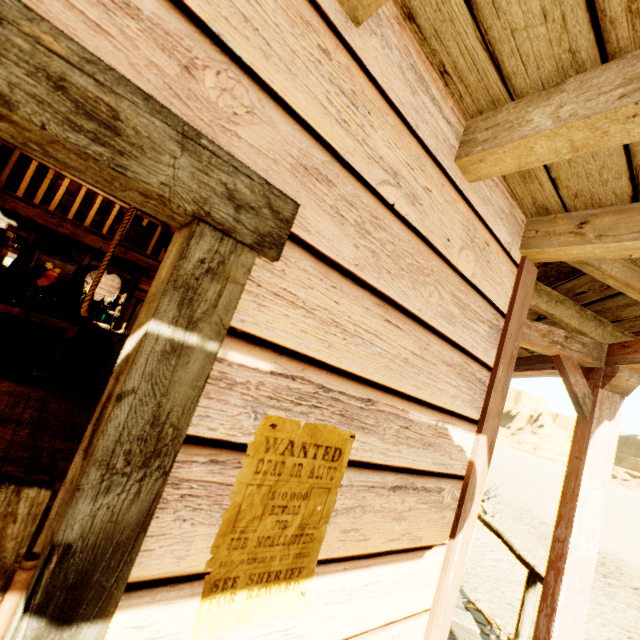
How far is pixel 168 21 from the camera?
0.6 meters

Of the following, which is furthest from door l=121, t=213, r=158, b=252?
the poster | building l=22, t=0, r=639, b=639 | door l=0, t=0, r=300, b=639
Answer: the poster

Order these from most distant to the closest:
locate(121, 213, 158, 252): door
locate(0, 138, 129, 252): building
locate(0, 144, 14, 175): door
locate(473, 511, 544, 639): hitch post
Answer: locate(121, 213, 158, 252): door
locate(0, 144, 14, 175): door
locate(0, 138, 129, 252): building
locate(473, 511, 544, 639): hitch post

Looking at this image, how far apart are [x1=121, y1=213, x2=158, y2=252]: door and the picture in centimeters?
198cm

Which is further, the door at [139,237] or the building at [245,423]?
the door at [139,237]

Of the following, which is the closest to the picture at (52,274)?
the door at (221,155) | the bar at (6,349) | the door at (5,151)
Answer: the bar at (6,349)

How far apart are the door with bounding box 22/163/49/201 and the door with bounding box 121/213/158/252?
1.8m

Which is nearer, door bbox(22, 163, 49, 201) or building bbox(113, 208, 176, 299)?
building bbox(113, 208, 176, 299)
